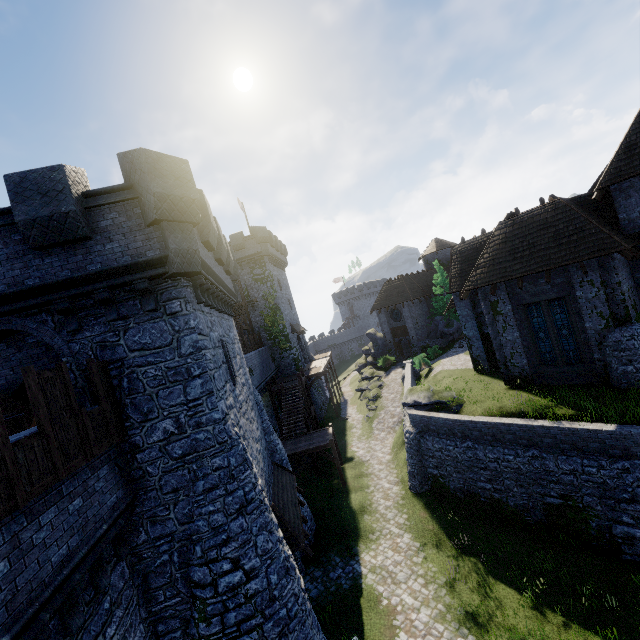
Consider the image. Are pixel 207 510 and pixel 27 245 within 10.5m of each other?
yes

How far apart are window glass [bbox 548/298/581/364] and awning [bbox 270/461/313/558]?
14.40m

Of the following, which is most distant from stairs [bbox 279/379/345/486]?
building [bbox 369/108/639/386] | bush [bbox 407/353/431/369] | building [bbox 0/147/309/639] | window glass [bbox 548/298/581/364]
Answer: window glass [bbox 548/298/581/364]

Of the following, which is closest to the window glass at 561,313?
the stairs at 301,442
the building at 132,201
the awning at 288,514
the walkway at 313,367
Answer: the stairs at 301,442

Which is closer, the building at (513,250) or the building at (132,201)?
the building at (132,201)

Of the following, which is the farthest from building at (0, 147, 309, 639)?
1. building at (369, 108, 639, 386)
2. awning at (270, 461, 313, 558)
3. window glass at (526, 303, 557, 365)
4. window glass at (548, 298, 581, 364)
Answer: window glass at (548, 298, 581, 364)

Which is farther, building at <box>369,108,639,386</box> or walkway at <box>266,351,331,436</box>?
walkway at <box>266,351,331,436</box>

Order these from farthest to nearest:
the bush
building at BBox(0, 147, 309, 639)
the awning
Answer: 1. the bush
2. the awning
3. building at BBox(0, 147, 309, 639)
